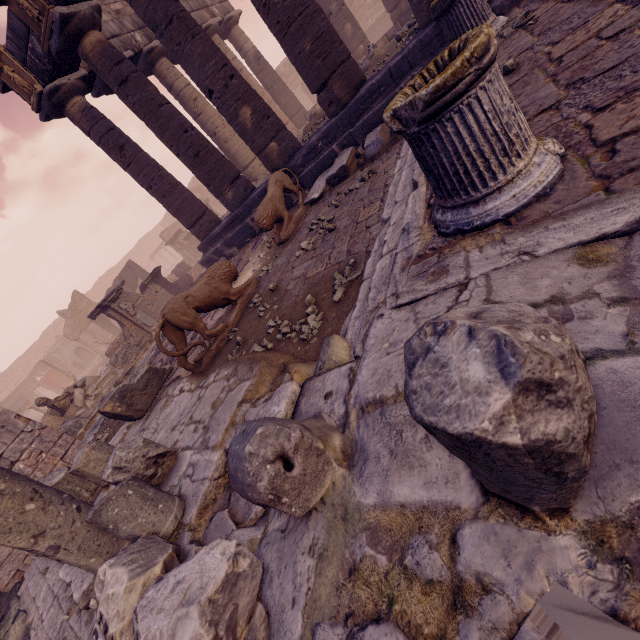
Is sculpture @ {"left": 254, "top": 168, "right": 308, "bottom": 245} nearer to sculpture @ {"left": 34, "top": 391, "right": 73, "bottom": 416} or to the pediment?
the pediment

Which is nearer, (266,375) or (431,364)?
(431,364)

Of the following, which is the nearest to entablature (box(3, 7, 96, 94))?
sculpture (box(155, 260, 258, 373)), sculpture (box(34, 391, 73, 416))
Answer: sculpture (box(155, 260, 258, 373))

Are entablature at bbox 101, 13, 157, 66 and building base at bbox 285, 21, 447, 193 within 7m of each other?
yes

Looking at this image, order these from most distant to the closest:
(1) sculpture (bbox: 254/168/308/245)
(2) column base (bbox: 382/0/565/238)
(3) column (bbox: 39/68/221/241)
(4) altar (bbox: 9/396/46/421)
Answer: (4) altar (bbox: 9/396/46/421) < (3) column (bbox: 39/68/221/241) < (1) sculpture (bbox: 254/168/308/245) < (2) column base (bbox: 382/0/565/238)

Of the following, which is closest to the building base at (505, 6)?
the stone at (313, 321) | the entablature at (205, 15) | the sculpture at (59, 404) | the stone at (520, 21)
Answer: the stone at (520, 21)

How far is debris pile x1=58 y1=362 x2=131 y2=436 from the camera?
10.3m

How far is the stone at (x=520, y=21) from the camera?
3.95m
